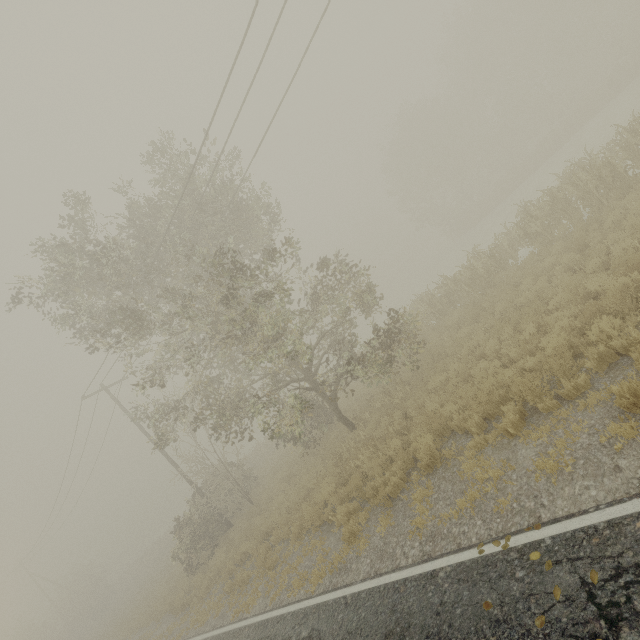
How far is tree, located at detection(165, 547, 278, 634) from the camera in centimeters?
1044cm

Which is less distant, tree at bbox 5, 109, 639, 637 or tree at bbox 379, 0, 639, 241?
tree at bbox 5, 109, 639, 637

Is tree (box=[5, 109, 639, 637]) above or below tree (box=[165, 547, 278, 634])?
above

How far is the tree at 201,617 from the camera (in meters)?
10.44

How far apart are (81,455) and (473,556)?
29.0 meters

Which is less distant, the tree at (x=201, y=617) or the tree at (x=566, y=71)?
the tree at (x=201, y=617)
